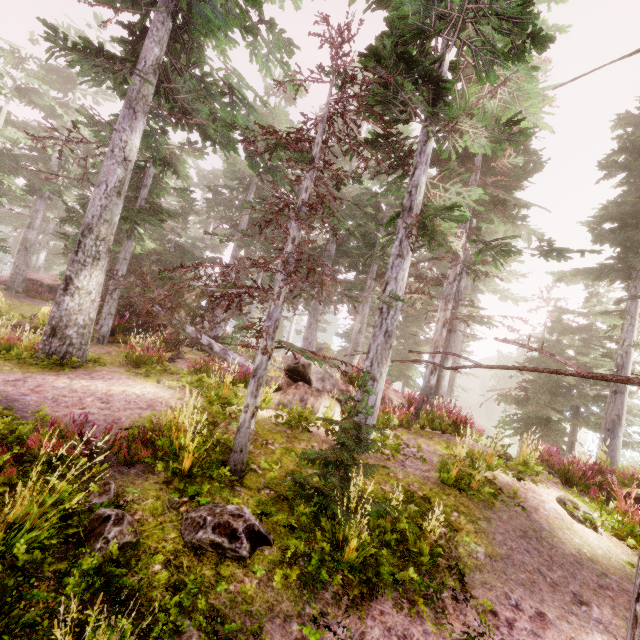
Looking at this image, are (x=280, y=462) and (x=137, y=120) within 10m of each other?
no

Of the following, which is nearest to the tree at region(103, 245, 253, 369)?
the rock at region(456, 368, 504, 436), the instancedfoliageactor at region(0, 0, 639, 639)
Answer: the instancedfoliageactor at region(0, 0, 639, 639)

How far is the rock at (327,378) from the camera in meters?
8.7

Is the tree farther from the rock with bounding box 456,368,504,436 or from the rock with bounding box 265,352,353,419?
the rock with bounding box 456,368,504,436

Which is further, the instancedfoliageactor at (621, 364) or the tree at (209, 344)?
the tree at (209, 344)

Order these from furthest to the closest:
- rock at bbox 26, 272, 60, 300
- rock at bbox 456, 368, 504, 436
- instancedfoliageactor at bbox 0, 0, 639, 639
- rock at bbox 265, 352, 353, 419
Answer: rock at bbox 456, 368, 504, 436 → rock at bbox 26, 272, 60, 300 → rock at bbox 265, 352, 353, 419 → instancedfoliageactor at bbox 0, 0, 639, 639

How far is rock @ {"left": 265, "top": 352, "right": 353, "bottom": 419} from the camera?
8.73m

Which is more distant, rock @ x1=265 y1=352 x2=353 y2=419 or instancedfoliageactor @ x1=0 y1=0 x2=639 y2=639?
rock @ x1=265 y1=352 x2=353 y2=419
